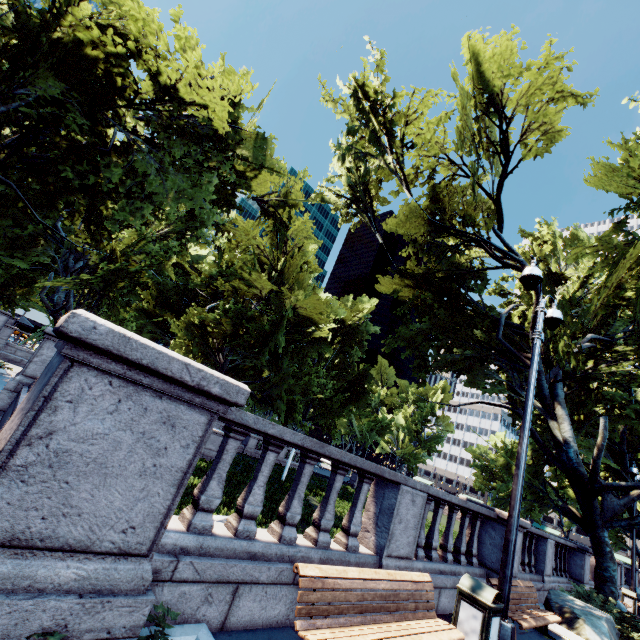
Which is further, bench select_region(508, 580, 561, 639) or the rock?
the rock

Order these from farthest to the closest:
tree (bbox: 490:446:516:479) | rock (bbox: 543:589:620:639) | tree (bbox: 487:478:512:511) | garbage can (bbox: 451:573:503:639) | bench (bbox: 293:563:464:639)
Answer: tree (bbox: 490:446:516:479), tree (bbox: 487:478:512:511), rock (bbox: 543:589:620:639), garbage can (bbox: 451:573:503:639), bench (bbox: 293:563:464:639)

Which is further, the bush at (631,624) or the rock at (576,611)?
the bush at (631,624)

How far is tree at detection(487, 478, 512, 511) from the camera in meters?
16.6

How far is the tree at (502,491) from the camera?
16.6m

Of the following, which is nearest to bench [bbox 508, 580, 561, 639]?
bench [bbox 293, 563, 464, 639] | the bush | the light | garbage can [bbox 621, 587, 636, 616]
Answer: the light

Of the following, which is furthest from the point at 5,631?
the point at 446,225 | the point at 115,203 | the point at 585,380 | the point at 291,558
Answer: the point at 446,225

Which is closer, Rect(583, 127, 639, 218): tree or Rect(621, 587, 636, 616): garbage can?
Rect(583, 127, 639, 218): tree
